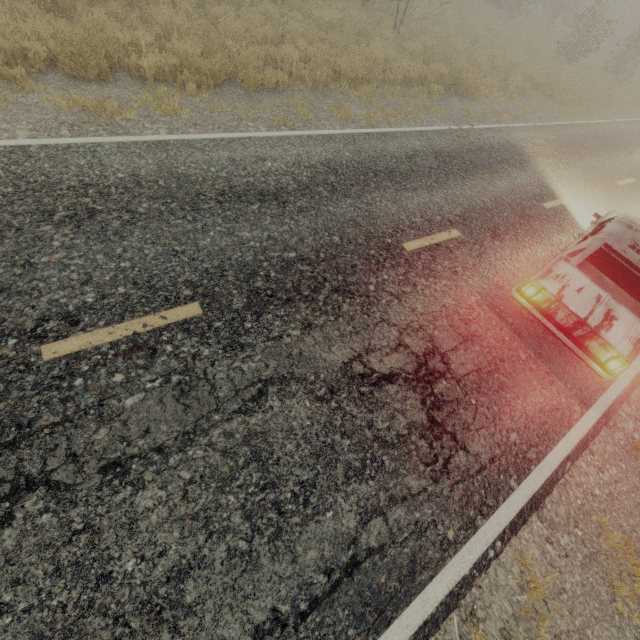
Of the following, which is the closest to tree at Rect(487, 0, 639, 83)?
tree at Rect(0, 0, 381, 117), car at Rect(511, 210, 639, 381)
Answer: car at Rect(511, 210, 639, 381)

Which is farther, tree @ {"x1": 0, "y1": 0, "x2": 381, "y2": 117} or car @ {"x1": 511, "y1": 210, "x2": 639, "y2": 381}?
tree @ {"x1": 0, "y1": 0, "x2": 381, "y2": 117}

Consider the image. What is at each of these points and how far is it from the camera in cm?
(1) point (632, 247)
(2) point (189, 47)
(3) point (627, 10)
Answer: (1) car, 468
(2) tree, 686
(3) tree, 2639

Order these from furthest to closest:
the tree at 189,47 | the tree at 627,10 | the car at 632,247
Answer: the tree at 627,10
the tree at 189,47
the car at 632,247

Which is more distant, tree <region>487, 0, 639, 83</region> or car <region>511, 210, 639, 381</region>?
tree <region>487, 0, 639, 83</region>

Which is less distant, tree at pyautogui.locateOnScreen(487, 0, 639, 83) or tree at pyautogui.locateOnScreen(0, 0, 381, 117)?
tree at pyautogui.locateOnScreen(0, 0, 381, 117)

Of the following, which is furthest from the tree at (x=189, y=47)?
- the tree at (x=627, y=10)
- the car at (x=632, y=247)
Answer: the tree at (x=627, y=10)
